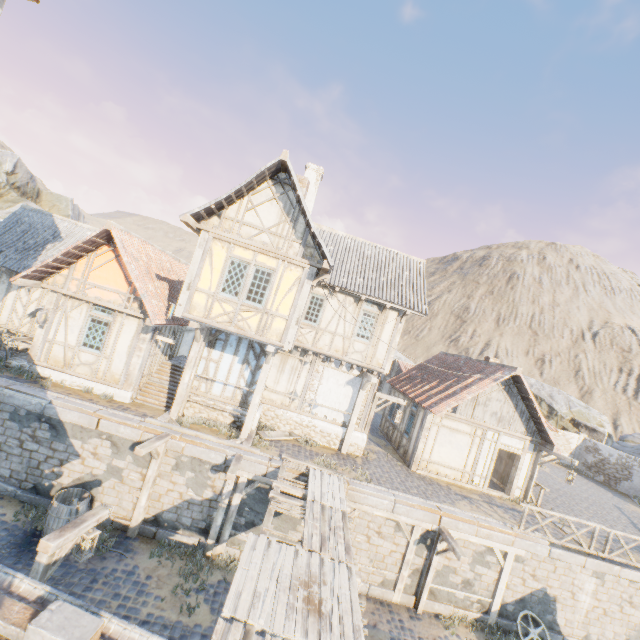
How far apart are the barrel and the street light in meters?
3.3 m

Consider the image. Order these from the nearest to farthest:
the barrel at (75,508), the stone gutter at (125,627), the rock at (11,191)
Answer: the stone gutter at (125,627)
the barrel at (75,508)
the rock at (11,191)

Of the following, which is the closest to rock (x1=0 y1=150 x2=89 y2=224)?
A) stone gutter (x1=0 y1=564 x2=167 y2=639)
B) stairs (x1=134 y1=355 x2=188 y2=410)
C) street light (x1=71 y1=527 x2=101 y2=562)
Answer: stone gutter (x1=0 y1=564 x2=167 y2=639)

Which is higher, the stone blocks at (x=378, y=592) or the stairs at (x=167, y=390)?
the stairs at (x=167, y=390)

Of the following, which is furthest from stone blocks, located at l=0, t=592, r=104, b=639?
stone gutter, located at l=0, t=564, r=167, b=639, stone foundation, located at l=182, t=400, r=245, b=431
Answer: stone foundation, located at l=182, t=400, r=245, b=431

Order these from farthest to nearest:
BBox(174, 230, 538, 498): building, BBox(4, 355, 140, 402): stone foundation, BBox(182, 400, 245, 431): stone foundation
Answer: BBox(182, 400, 245, 431): stone foundation
BBox(4, 355, 140, 402): stone foundation
BBox(174, 230, 538, 498): building

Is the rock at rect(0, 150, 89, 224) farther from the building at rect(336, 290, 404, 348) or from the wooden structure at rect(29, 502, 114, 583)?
the wooden structure at rect(29, 502, 114, 583)

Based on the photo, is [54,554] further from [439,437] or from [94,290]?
[439,437]
